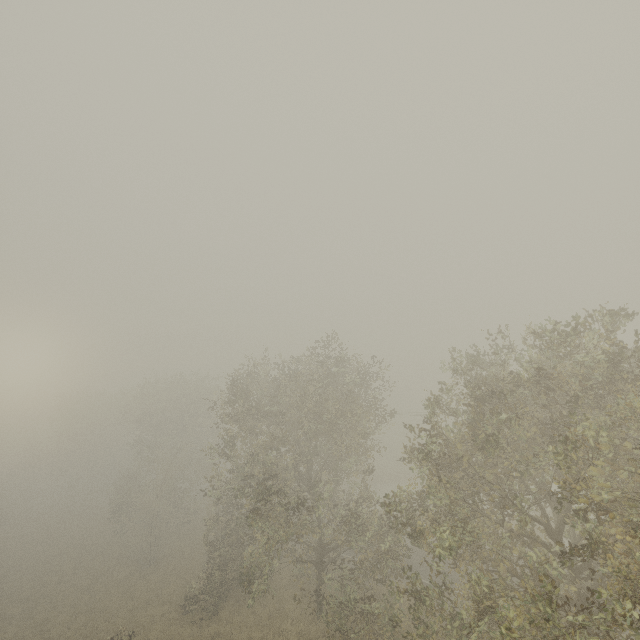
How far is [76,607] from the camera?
23.67m
